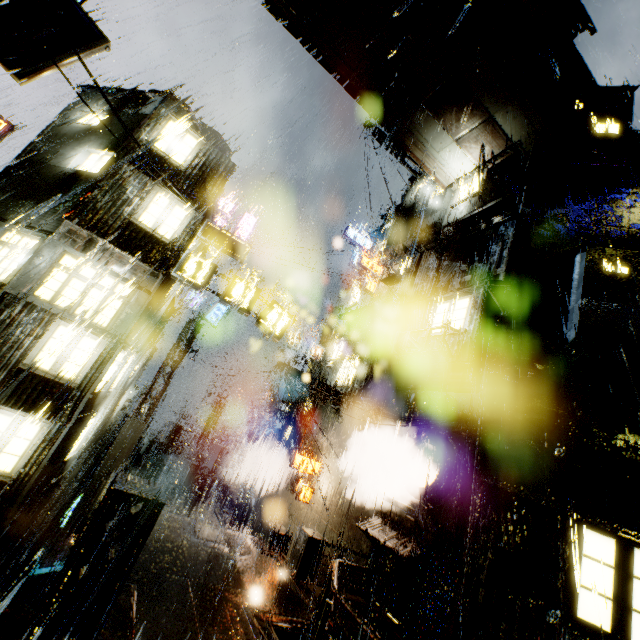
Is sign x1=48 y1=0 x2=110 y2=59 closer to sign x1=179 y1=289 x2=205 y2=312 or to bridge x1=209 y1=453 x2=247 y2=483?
sign x1=179 y1=289 x2=205 y2=312

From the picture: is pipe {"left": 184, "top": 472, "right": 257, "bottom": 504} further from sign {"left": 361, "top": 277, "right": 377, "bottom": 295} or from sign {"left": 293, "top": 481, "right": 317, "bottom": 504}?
sign {"left": 361, "top": 277, "right": 377, "bottom": 295}

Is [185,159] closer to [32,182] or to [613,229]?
[32,182]

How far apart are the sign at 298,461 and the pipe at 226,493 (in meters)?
6.77

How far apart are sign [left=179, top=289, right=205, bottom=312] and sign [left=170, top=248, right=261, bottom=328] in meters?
9.5 m

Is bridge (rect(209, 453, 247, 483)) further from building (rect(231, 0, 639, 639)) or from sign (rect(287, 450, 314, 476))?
sign (rect(287, 450, 314, 476))

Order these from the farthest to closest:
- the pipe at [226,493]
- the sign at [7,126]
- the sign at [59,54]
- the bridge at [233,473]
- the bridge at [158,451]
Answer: the bridge at [233,473]
the bridge at [158,451]
the pipe at [226,493]
the sign at [7,126]
the sign at [59,54]

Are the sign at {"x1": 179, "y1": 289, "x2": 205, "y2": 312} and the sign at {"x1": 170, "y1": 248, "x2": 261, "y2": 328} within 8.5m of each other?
no
